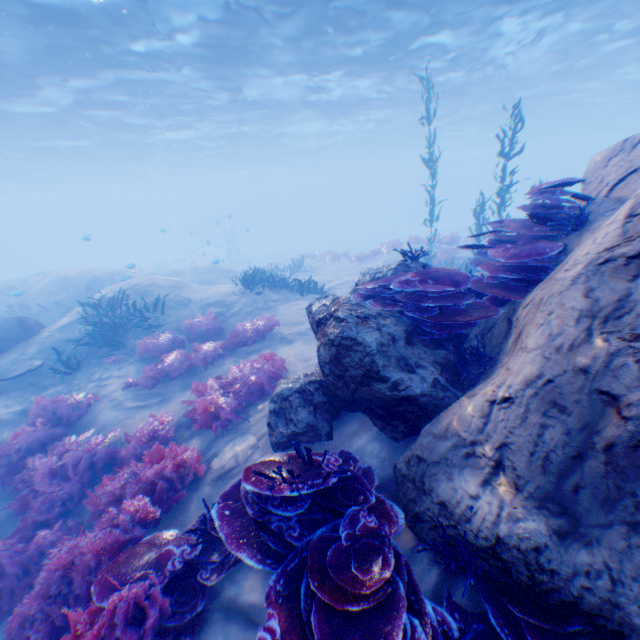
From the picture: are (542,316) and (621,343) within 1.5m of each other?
yes

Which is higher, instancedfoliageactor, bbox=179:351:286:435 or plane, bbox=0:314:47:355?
plane, bbox=0:314:47:355

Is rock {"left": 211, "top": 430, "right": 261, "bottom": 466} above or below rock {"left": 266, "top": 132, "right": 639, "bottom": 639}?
below

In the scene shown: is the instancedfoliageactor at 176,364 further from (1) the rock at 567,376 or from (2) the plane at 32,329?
(2) the plane at 32,329

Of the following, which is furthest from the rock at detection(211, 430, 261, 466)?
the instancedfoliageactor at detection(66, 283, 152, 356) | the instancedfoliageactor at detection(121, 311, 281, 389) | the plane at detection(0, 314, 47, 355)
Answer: the instancedfoliageactor at detection(121, 311, 281, 389)

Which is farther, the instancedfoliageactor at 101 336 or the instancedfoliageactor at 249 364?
the instancedfoliageactor at 101 336

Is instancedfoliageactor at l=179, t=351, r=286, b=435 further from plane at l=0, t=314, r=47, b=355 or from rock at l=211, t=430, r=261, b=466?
plane at l=0, t=314, r=47, b=355

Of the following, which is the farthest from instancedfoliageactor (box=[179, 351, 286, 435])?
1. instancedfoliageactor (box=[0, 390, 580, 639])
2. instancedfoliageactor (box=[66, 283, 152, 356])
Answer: instancedfoliageactor (box=[66, 283, 152, 356])
